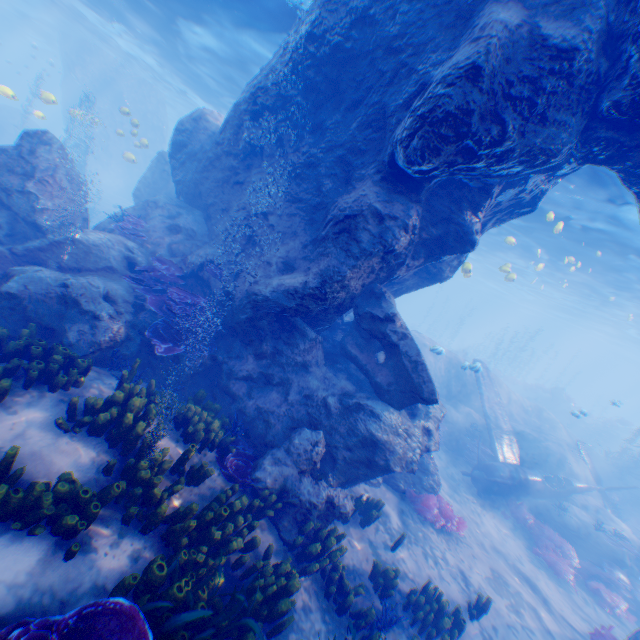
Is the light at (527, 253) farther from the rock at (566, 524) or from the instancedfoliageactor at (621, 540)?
the instancedfoliageactor at (621, 540)

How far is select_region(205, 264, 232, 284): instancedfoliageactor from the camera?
9.5m

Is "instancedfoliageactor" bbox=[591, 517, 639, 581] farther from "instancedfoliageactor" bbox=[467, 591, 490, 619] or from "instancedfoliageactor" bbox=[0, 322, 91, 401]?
"instancedfoliageactor" bbox=[0, 322, 91, 401]

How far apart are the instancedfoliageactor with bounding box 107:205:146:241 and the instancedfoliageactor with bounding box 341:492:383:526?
10.40m

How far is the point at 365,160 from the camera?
8.12m

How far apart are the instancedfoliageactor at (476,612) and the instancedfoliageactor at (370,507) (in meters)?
2.62

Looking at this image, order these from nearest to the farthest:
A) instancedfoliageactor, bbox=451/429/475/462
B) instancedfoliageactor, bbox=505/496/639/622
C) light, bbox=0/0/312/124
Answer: instancedfoliageactor, bbox=505/496/639/622 → light, bbox=0/0/312/124 → instancedfoliageactor, bbox=451/429/475/462

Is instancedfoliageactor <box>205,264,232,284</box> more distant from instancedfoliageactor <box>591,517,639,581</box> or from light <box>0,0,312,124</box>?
instancedfoliageactor <box>591,517,639,581</box>
